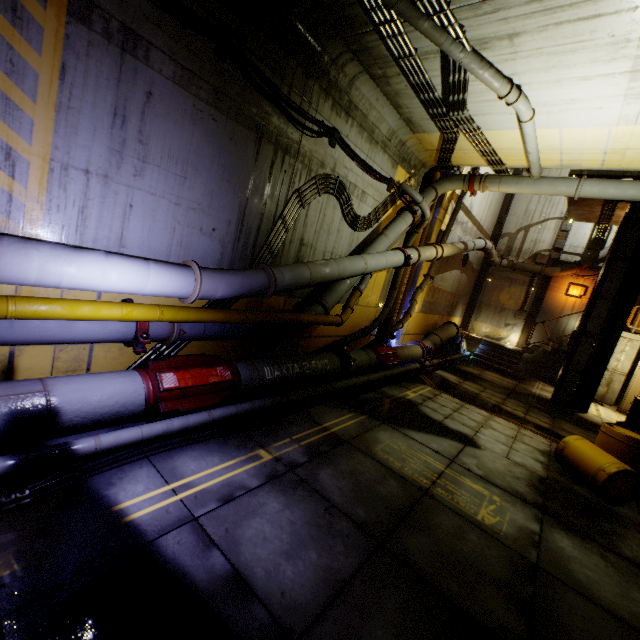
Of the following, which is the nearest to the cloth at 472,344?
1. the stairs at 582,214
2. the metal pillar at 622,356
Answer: the stairs at 582,214

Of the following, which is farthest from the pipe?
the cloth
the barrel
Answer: the barrel

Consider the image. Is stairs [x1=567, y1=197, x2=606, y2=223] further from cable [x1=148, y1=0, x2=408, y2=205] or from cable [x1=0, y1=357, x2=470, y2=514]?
cable [x1=148, y1=0, x2=408, y2=205]

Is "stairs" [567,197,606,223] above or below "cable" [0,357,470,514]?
above

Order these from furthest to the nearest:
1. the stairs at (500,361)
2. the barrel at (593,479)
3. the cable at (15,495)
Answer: the stairs at (500,361) → the barrel at (593,479) → the cable at (15,495)

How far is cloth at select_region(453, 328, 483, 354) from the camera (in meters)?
17.64

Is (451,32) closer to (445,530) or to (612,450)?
(445,530)

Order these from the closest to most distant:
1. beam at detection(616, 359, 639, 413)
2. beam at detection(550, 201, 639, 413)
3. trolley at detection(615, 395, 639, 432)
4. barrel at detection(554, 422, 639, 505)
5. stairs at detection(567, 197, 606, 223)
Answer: barrel at detection(554, 422, 639, 505)
trolley at detection(615, 395, 639, 432)
beam at detection(550, 201, 639, 413)
stairs at detection(567, 197, 606, 223)
beam at detection(616, 359, 639, 413)
